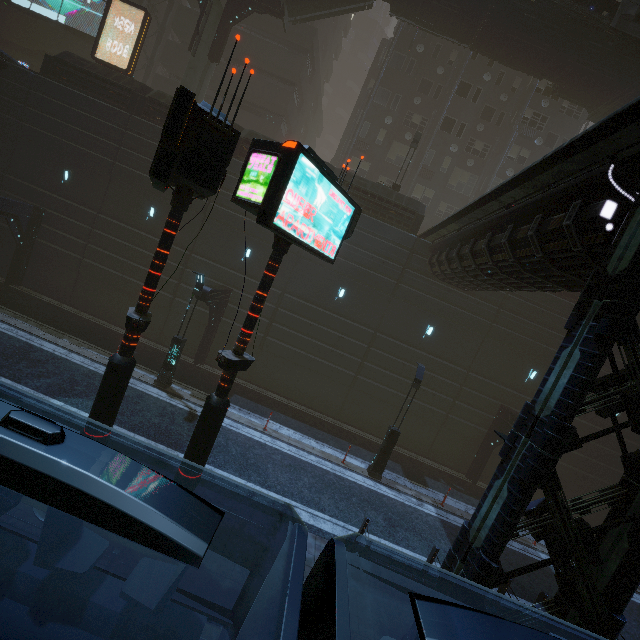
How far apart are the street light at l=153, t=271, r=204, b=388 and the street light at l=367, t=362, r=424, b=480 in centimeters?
1008cm

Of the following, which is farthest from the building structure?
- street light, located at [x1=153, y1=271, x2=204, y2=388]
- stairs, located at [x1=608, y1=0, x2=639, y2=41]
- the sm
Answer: stairs, located at [x1=608, y1=0, x2=639, y2=41]

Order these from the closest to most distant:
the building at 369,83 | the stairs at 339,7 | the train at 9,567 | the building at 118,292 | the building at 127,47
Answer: the train at 9,567 → the building at 118,292 → the stairs at 339,7 → the building at 369,83 → the building at 127,47

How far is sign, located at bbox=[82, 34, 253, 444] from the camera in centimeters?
553cm

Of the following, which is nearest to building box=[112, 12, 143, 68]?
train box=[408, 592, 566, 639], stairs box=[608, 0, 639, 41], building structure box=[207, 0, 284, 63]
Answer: train box=[408, 592, 566, 639]

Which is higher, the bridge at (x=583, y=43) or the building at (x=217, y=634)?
the bridge at (x=583, y=43)

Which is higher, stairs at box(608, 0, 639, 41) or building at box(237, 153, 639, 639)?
stairs at box(608, 0, 639, 41)

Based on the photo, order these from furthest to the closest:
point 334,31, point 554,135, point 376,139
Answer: point 334,31
point 554,135
point 376,139
